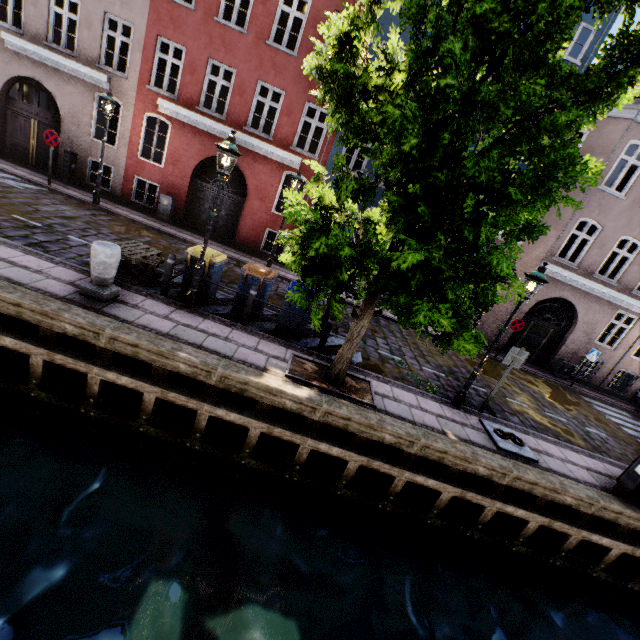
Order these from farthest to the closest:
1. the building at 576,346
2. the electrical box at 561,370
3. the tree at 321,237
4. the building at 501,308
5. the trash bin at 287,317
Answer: the electrical box at 561,370 < the building at 501,308 < the building at 576,346 < the trash bin at 287,317 < the tree at 321,237

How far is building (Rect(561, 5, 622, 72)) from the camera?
11.5 meters

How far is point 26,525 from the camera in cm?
477

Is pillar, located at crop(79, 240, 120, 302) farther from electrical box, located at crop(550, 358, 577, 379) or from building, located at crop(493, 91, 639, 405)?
electrical box, located at crop(550, 358, 577, 379)

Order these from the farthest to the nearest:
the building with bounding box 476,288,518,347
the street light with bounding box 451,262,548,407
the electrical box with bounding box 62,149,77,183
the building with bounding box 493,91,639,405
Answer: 1. the building with bounding box 476,288,518,347
2. the electrical box with bounding box 62,149,77,183
3. the building with bounding box 493,91,639,405
4. the street light with bounding box 451,262,548,407

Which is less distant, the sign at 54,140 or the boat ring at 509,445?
the boat ring at 509,445

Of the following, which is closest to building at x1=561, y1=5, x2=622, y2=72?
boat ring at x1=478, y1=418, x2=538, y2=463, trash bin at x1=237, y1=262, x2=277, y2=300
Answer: trash bin at x1=237, y1=262, x2=277, y2=300

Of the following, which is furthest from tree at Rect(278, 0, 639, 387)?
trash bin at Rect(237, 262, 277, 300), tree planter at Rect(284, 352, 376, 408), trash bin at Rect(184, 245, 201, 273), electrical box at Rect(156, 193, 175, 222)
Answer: electrical box at Rect(156, 193, 175, 222)
